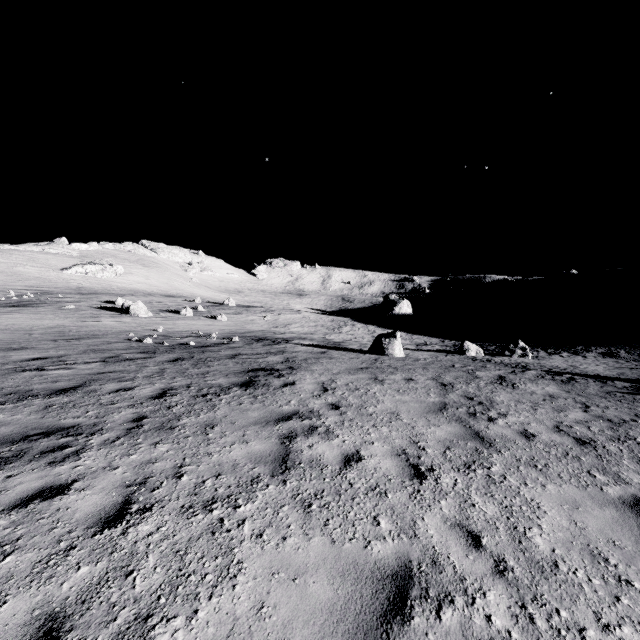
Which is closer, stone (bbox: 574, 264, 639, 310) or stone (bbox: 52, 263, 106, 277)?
stone (bbox: 574, 264, 639, 310)

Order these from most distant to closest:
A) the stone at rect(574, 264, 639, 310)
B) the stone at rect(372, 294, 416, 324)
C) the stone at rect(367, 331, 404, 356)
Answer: the stone at rect(372, 294, 416, 324)
the stone at rect(574, 264, 639, 310)
the stone at rect(367, 331, 404, 356)

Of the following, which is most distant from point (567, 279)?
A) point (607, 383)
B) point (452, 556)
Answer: point (452, 556)

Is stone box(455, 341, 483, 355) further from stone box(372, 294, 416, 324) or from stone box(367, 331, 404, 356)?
stone box(372, 294, 416, 324)

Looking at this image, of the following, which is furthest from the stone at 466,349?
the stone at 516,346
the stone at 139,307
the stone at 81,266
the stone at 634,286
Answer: the stone at 81,266

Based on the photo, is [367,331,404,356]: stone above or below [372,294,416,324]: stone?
below

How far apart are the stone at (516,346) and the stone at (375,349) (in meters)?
7.62

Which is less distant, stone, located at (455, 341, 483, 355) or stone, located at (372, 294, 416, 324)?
stone, located at (455, 341, 483, 355)
